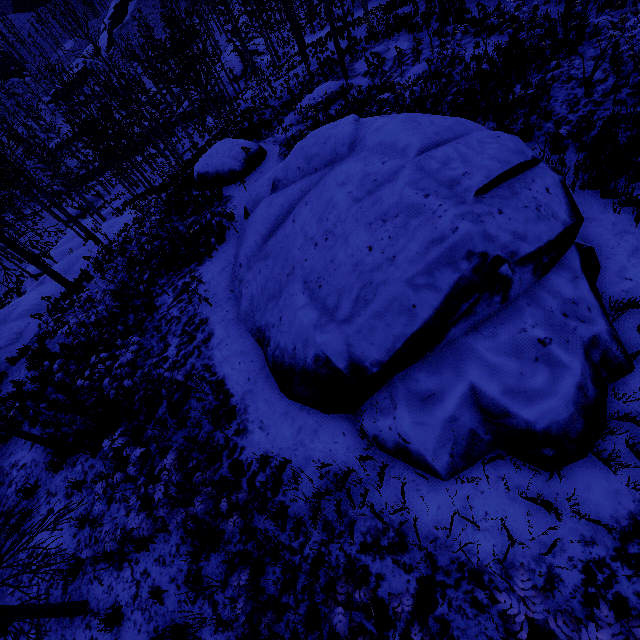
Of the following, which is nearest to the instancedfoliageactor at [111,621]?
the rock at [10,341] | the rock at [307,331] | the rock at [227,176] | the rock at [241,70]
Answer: the rock at [307,331]

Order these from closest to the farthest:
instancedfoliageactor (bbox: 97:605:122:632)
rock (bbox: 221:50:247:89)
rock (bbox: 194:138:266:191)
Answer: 1. instancedfoliageactor (bbox: 97:605:122:632)
2. rock (bbox: 194:138:266:191)
3. rock (bbox: 221:50:247:89)

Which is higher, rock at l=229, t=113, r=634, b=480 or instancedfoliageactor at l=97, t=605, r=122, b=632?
rock at l=229, t=113, r=634, b=480

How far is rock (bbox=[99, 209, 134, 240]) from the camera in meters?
22.5 m

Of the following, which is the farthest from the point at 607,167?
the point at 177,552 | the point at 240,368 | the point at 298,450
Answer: the point at 177,552

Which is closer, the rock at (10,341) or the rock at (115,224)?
the rock at (10,341)

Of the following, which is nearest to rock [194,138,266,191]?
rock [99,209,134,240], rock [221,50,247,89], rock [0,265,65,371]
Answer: rock [99,209,134,240]

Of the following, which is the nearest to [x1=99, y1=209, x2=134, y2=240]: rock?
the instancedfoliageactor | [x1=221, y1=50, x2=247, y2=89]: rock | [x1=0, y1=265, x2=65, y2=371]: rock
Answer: [x1=0, y1=265, x2=65, y2=371]: rock
